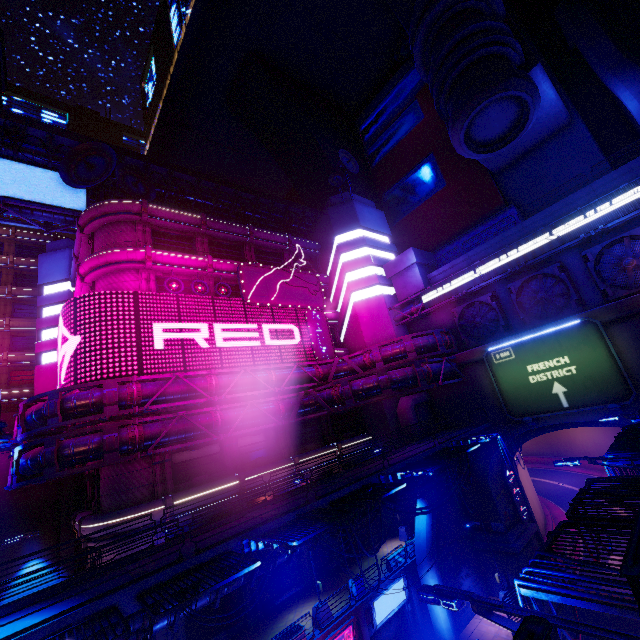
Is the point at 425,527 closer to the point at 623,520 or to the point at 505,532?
the point at 505,532

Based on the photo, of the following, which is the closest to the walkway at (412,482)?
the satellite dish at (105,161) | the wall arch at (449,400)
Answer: the wall arch at (449,400)

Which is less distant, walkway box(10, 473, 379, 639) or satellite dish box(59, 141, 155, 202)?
walkway box(10, 473, 379, 639)

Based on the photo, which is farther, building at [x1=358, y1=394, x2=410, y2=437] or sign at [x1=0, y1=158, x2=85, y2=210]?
building at [x1=358, y1=394, x2=410, y2=437]

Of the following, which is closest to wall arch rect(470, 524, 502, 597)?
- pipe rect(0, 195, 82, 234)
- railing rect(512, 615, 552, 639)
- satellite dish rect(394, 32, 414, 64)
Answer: pipe rect(0, 195, 82, 234)

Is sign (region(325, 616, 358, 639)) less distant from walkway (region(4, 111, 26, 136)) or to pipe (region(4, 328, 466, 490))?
pipe (region(4, 328, 466, 490))

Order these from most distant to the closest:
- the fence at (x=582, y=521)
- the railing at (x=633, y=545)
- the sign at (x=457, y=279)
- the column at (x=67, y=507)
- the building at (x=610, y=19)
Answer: the building at (x=610, y=19) < the column at (x=67, y=507) < the sign at (x=457, y=279) < the fence at (x=582, y=521) < the railing at (x=633, y=545)

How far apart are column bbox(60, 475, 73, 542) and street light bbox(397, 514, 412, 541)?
27.0 meters
